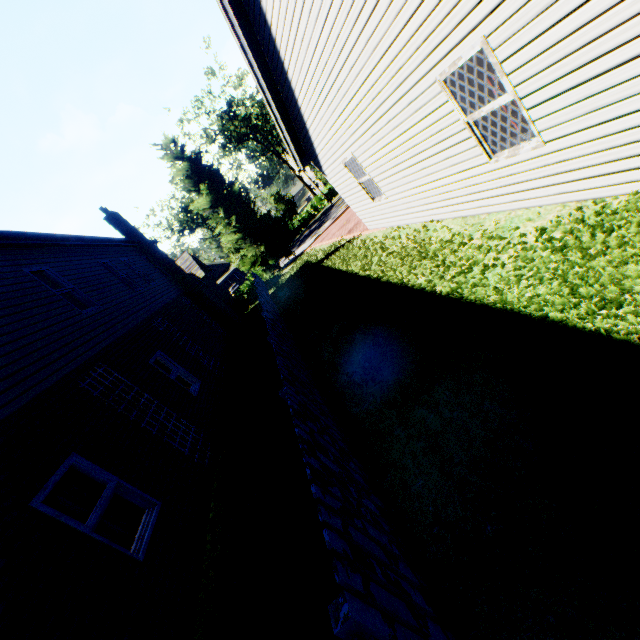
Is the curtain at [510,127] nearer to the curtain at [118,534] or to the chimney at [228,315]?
the curtain at [118,534]

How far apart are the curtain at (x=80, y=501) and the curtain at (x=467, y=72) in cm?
838

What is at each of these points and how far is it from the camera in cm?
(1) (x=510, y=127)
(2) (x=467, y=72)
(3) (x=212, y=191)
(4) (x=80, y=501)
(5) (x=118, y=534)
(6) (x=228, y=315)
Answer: (1) curtain, 488
(2) curtain, 467
(3) tree, 2694
(4) curtain, 477
(5) curtain, 485
(6) chimney, 1812

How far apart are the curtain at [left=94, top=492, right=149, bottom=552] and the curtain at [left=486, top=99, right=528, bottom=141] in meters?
8.4

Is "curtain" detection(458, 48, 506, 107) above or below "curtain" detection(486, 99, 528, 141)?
above

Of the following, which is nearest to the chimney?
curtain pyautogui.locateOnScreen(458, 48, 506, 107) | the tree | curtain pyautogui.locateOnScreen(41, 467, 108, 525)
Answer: the tree

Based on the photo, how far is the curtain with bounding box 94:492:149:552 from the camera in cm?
471

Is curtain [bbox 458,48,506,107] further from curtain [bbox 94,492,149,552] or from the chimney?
the chimney
